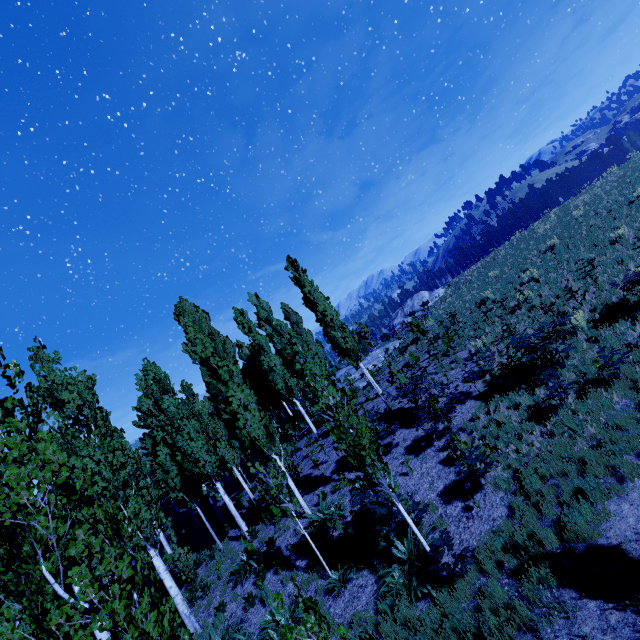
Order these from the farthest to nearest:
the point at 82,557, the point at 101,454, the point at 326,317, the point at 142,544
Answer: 1. the point at 326,317
2. the point at 82,557
3. the point at 101,454
4. the point at 142,544

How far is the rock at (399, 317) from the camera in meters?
42.7 m

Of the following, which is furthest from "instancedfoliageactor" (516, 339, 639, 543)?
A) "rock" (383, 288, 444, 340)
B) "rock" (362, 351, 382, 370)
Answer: "rock" (383, 288, 444, 340)

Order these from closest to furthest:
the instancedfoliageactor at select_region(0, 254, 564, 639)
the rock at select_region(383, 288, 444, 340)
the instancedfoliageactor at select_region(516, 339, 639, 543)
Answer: the instancedfoliageactor at select_region(0, 254, 564, 639), the instancedfoliageactor at select_region(516, 339, 639, 543), the rock at select_region(383, 288, 444, 340)

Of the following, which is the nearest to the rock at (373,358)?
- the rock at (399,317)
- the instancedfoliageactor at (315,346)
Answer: the instancedfoliageactor at (315,346)

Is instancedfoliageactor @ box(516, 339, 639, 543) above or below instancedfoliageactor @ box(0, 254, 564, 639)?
below

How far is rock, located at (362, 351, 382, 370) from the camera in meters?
26.3 m

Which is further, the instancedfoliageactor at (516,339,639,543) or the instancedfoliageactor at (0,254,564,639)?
the instancedfoliageactor at (516,339,639,543)
